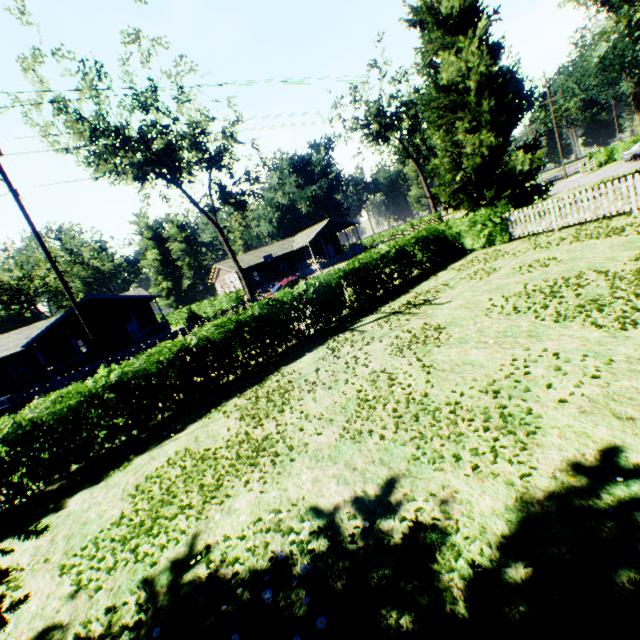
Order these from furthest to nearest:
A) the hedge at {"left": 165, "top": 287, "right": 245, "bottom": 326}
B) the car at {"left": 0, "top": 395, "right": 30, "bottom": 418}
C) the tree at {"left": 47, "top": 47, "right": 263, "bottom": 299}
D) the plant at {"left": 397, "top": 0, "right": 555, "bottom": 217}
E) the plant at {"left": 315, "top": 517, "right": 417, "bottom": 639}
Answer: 1. the hedge at {"left": 165, "top": 287, "right": 245, "bottom": 326}
2. the tree at {"left": 47, "top": 47, "right": 263, "bottom": 299}
3. the car at {"left": 0, "top": 395, "right": 30, "bottom": 418}
4. the plant at {"left": 397, "top": 0, "right": 555, "bottom": 217}
5. the plant at {"left": 315, "top": 517, "right": 417, "bottom": 639}

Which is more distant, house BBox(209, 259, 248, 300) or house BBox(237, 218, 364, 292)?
house BBox(237, 218, 364, 292)

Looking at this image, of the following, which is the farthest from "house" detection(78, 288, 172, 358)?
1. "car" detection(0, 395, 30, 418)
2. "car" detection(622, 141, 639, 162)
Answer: "car" detection(622, 141, 639, 162)

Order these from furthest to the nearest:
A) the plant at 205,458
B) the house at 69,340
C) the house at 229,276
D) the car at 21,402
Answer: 1. the house at 229,276
2. the house at 69,340
3. the car at 21,402
4. the plant at 205,458

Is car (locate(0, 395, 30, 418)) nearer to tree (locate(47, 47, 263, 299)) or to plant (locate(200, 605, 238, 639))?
tree (locate(47, 47, 263, 299))

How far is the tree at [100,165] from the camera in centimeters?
2189cm

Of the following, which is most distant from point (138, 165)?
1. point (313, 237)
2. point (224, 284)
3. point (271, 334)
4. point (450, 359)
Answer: point (224, 284)

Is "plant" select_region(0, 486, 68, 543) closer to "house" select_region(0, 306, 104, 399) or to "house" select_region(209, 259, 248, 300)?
"house" select_region(209, 259, 248, 300)
